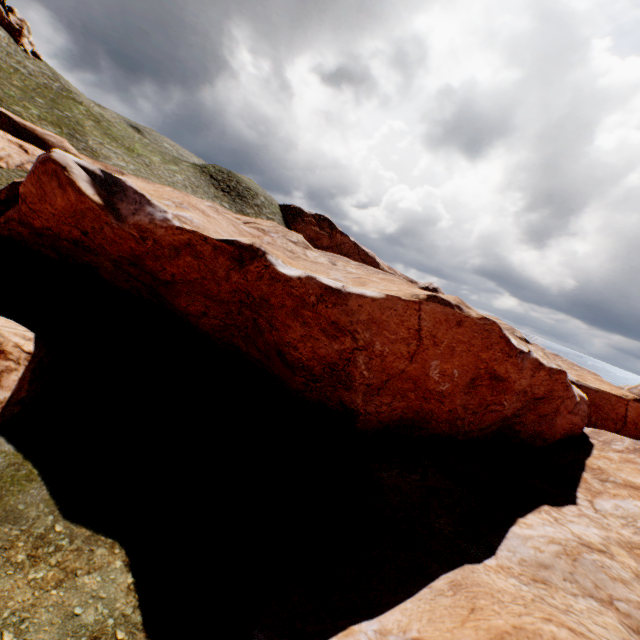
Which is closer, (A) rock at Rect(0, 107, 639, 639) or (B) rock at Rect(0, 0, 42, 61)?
(A) rock at Rect(0, 107, 639, 639)

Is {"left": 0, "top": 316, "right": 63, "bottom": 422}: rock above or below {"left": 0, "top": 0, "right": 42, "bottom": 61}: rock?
below

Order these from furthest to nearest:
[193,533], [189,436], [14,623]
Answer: [189,436], [193,533], [14,623]

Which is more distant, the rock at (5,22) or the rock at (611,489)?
the rock at (5,22)
